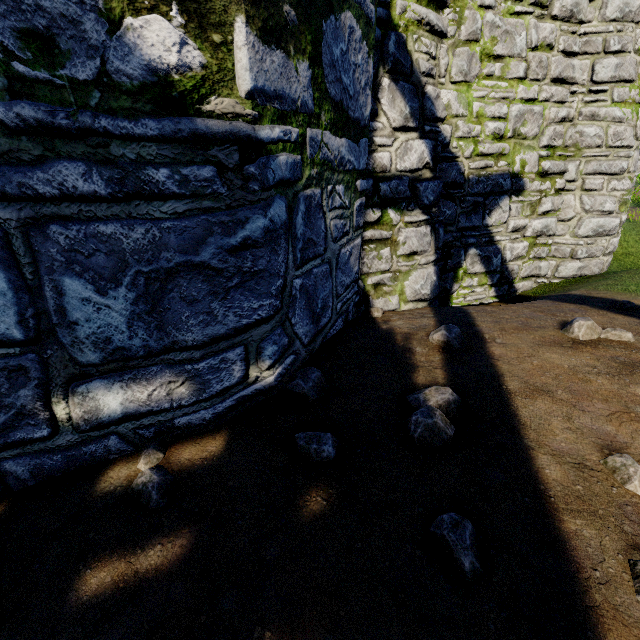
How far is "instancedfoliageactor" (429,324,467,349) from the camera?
3.1m

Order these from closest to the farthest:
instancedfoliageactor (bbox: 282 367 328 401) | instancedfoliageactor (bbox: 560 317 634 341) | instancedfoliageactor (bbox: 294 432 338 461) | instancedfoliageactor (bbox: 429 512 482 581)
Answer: instancedfoliageactor (bbox: 429 512 482 581) < instancedfoliageactor (bbox: 294 432 338 461) < instancedfoliageactor (bbox: 282 367 328 401) < instancedfoliageactor (bbox: 560 317 634 341)

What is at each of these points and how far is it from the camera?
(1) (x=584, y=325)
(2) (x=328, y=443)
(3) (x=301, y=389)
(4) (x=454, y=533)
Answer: (1) instancedfoliageactor, 3.1m
(2) instancedfoliageactor, 2.0m
(3) instancedfoliageactor, 2.5m
(4) instancedfoliageactor, 1.4m

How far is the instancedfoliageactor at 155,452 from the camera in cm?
173

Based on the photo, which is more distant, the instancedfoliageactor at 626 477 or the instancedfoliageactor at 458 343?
the instancedfoliageactor at 458 343

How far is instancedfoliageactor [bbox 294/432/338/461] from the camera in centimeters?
192cm

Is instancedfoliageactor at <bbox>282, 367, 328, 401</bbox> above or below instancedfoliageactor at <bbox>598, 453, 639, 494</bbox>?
below

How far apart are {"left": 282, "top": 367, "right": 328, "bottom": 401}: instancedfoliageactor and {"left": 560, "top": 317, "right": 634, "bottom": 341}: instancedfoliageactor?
2.5m
